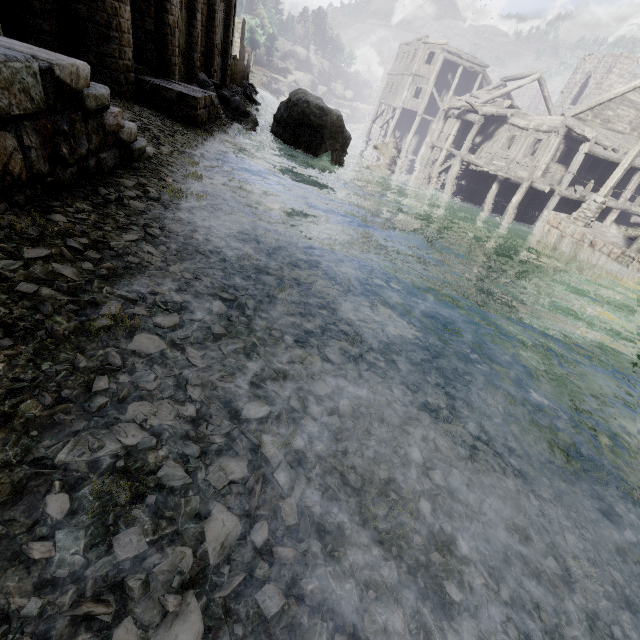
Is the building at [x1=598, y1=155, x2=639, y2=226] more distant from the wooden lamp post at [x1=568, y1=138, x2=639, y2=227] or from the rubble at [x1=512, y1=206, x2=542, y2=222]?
the wooden lamp post at [x1=568, y1=138, x2=639, y2=227]

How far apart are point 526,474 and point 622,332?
8.38m

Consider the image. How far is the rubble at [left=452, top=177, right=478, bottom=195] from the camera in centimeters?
2355cm

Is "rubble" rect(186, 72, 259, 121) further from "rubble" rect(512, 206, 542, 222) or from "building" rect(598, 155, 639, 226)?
"rubble" rect(512, 206, 542, 222)

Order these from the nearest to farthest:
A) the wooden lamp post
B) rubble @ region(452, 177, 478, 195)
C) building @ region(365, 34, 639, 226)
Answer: the wooden lamp post < building @ region(365, 34, 639, 226) < rubble @ region(452, 177, 478, 195)

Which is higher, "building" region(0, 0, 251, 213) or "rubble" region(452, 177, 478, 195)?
"building" region(0, 0, 251, 213)

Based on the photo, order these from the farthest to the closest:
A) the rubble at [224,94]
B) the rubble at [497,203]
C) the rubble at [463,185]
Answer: the rubble at [463,185] < the rubble at [497,203] < the rubble at [224,94]

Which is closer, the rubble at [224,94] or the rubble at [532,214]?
the rubble at [224,94]
